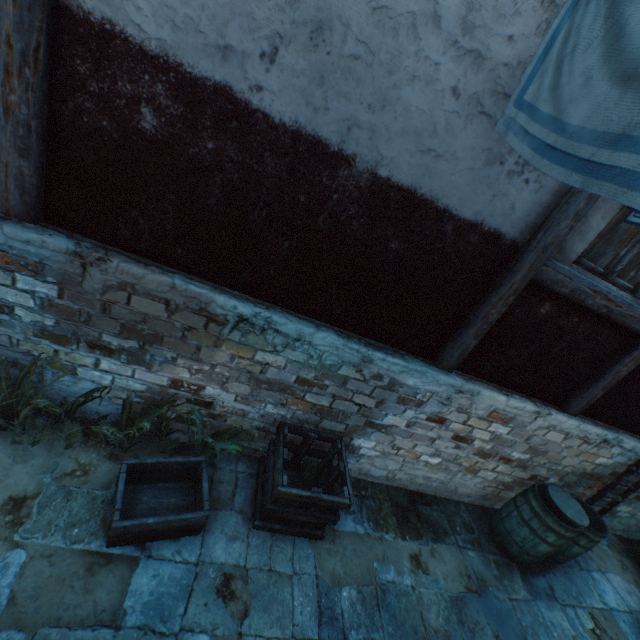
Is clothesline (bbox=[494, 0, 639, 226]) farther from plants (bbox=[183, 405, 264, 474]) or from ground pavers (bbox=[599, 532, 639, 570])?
ground pavers (bbox=[599, 532, 639, 570])

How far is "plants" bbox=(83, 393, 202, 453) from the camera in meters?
3.0 m

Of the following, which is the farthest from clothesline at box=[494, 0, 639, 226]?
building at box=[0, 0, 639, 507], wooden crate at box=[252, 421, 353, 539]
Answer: wooden crate at box=[252, 421, 353, 539]

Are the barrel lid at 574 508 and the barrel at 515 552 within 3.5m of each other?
yes

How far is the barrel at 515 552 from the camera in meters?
4.0 m

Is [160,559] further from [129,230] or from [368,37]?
[368,37]

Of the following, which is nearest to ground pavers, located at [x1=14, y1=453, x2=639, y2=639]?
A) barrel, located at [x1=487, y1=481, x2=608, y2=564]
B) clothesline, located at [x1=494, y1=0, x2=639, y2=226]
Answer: barrel, located at [x1=487, y1=481, x2=608, y2=564]

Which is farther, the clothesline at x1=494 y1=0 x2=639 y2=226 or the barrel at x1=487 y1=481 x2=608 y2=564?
the barrel at x1=487 y1=481 x2=608 y2=564
